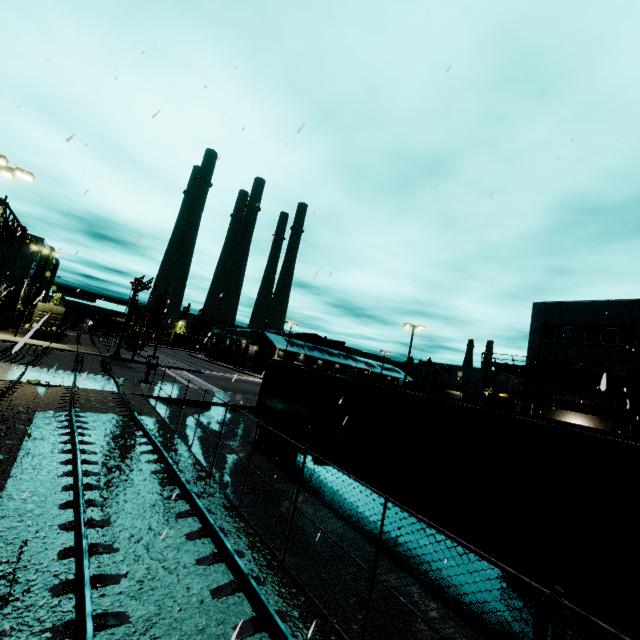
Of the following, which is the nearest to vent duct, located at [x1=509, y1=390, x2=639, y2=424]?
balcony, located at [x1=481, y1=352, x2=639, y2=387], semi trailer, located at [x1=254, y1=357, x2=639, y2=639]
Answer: balcony, located at [x1=481, y1=352, x2=639, y2=387]

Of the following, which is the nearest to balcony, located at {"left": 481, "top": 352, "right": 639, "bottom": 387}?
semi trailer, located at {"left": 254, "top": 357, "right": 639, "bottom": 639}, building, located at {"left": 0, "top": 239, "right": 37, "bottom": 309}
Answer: building, located at {"left": 0, "top": 239, "right": 37, "bottom": 309}

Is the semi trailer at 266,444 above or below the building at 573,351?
below

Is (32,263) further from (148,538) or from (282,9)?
(148,538)

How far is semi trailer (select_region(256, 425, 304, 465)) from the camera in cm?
1240

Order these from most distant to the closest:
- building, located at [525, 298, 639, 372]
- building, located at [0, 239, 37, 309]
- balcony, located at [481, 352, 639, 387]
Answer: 1. building, located at [0, 239, 37, 309]
2. building, located at [525, 298, 639, 372]
3. balcony, located at [481, 352, 639, 387]

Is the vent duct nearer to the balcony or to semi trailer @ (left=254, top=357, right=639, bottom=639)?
the balcony

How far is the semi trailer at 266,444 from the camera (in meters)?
12.40
